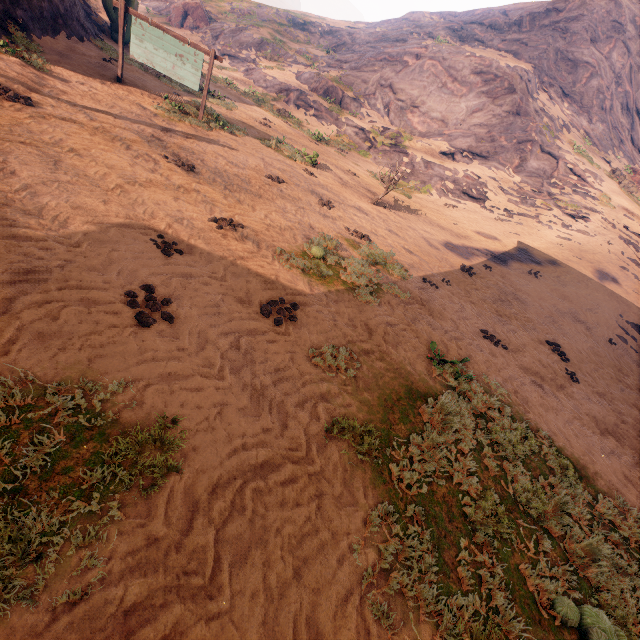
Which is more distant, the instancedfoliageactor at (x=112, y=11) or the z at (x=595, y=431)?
the instancedfoliageactor at (x=112, y=11)

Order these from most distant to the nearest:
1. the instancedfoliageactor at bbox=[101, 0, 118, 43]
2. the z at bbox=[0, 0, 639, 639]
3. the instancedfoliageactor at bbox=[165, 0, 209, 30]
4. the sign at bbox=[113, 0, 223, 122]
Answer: the instancedfoliageactor at bbox=[165, 0, 209, 30] → the instancedfoliageactor at bbox=[101, 0, 118, 43] → the sign at bbox=[113, 0, 223, 122] → the z at bbox=[0, 0, 639, 639]

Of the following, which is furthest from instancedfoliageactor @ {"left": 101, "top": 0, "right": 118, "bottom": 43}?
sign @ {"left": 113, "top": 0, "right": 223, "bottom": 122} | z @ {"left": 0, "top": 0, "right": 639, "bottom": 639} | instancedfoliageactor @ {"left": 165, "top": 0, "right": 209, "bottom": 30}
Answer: instancedfoliageactor @ {"left": 165, "top": 0, "right": 209, "bottom": 30}

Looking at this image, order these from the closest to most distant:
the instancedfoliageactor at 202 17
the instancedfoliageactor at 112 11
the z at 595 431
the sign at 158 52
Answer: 1. the z at 595 431
2. the sign at 158 52
3. the instancedfoliageactor at 112 11
4. the instancedfoliageactor at 202 17

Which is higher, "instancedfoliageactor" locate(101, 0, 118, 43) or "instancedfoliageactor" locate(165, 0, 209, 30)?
"instancedfoliageactor" locate(165, 0, 209, 30)

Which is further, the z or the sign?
the sign

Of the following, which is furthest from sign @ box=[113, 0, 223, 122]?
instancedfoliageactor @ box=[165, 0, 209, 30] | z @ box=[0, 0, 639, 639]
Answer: instancedfoliageactor @ box=[165, 0, 209, 30]

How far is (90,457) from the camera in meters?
2.6
